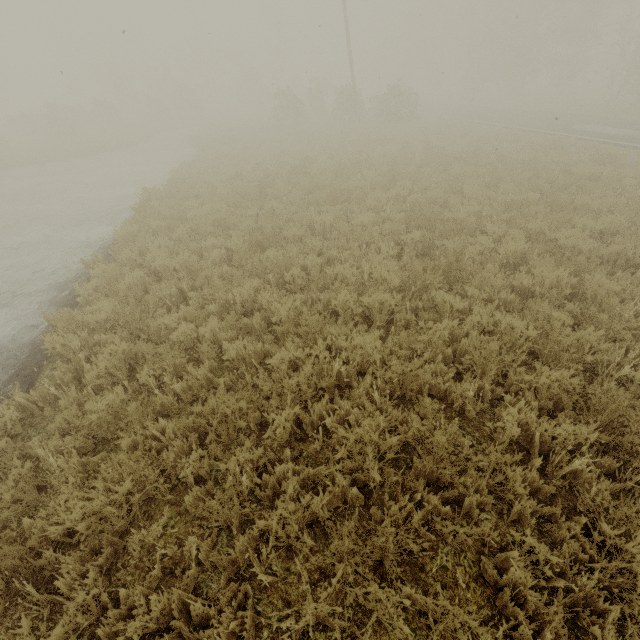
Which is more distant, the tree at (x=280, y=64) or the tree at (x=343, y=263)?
the tree at (x=280, y=64)

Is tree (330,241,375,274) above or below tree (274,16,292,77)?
below

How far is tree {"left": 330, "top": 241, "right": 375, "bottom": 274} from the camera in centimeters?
599cm

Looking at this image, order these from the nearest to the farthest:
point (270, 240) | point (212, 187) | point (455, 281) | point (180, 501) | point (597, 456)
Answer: point (180, 501) → point (597, 456) → point (455, 281) → point (270, 240) → point (212, 187)

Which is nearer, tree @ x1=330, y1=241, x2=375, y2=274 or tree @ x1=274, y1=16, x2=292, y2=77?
tree @ x1=330, y1=241, x2=375, y2=274

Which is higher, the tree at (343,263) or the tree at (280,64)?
the tree at (280,64)

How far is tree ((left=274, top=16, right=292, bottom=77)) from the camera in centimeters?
4088cm
